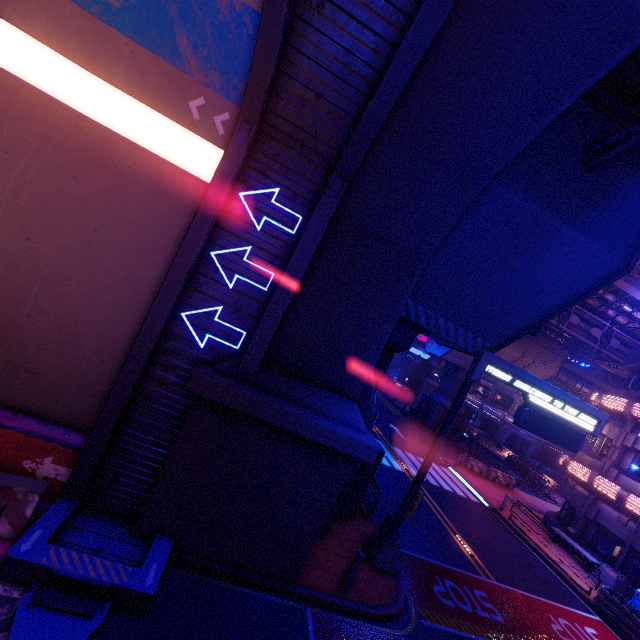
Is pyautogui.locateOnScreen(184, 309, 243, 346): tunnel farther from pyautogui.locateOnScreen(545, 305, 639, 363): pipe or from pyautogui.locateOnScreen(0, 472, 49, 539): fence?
pyautogui.locateOnScreen(545, 305, 639, 363): pipe

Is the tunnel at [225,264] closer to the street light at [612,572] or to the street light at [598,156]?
the street light at [598,156]

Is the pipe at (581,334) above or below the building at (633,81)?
below

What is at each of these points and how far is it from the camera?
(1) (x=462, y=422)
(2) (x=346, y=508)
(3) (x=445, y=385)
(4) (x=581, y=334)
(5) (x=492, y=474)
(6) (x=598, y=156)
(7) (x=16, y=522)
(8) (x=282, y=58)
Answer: (1) pillar, 34.12m
(2) pillar, 11.13m
(3) pillar, 35.59m
(4) pipe, 28.56m
(5) fence, 25.62m
(6) street light, 7.73m
(7) fence, 5.77m
(8) tunnel, 5.70m

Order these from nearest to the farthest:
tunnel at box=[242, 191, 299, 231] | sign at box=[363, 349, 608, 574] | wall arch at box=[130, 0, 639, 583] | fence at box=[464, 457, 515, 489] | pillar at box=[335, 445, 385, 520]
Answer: wall arch at box=[130, 0, 639, 583] → tunnel at box=[242, 191, 299, 231] → sign at box=[363, 349, 608, 574] → pillar at box=[335, 445, 385, 520] → fence at box=[464, 457, 515, 489]

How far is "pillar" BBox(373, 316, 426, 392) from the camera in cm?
1130

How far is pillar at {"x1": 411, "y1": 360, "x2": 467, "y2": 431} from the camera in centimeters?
3366cm
